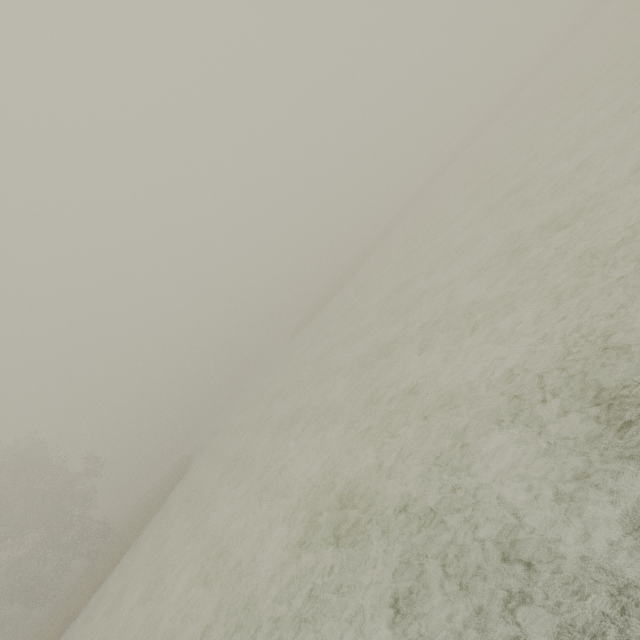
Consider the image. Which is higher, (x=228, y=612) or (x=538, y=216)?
(x=228, y=612)
